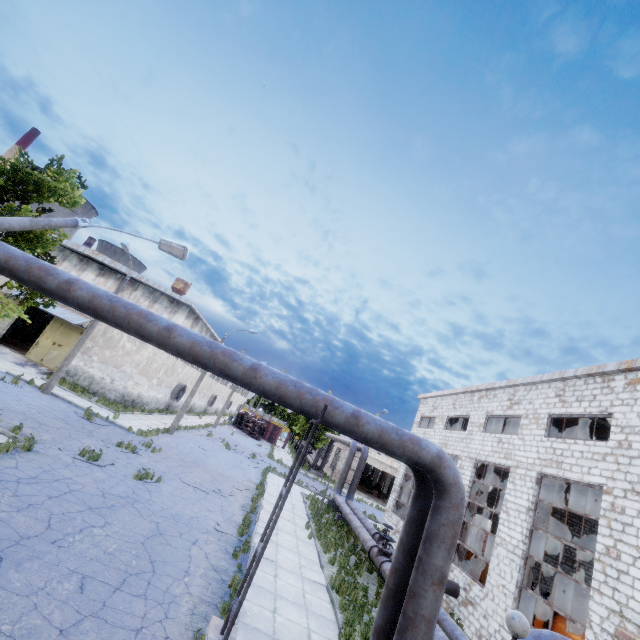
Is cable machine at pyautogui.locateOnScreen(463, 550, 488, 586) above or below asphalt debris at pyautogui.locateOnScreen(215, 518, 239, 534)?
above

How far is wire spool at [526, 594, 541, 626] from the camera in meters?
14.8

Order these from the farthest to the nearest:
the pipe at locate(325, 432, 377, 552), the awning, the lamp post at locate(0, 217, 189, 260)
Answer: the awning < the pipe at locate(325, 432, 377, 552) < the lamp post at locate(0, 217, 189, 260)

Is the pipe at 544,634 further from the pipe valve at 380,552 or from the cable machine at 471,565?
the cable machine at 471,565

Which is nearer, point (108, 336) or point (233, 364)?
point (233, 364)

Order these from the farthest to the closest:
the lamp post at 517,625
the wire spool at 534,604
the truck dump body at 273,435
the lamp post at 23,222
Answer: the truck dump body at 273,435 < the wire spool at 534,604 < the lamp post at 23,222 < the lamp post at 517,625

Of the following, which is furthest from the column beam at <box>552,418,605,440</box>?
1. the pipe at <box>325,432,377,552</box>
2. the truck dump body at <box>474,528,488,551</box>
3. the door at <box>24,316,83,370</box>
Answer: the door at <box>24,316,83,370</box>

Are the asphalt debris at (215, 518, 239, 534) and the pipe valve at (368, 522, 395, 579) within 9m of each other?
yes
